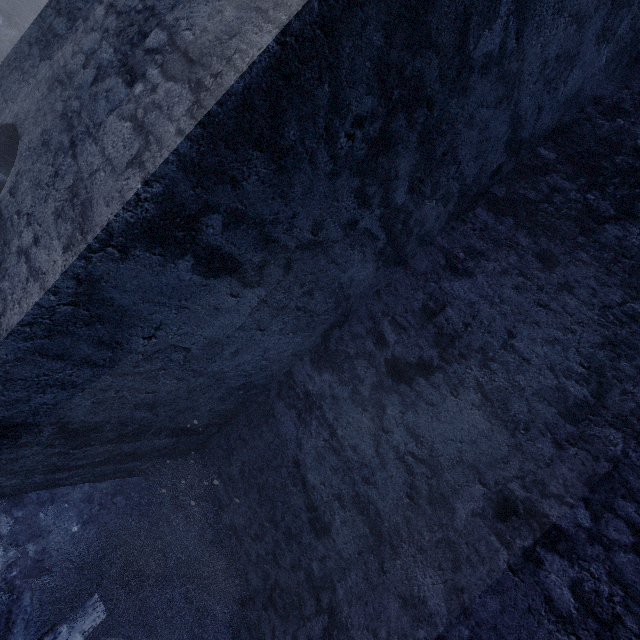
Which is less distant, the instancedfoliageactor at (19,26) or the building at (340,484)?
the building at (340,484)

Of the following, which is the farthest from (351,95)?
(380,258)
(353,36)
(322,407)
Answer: (322,407)

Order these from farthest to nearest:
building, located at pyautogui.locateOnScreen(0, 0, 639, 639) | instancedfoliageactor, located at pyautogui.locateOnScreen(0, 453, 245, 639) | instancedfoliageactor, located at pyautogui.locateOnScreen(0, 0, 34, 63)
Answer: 1. instancedfoliageactor, located at pyautogui.locateOnScreen(0, 0, 34, 63)
2. instancedfoliageactor, located at pyautogui.locateOnScreen(0, 453, 245, 639)
3. building, located at pyautogui.locateOnScreen(0, 0, 639, 639)

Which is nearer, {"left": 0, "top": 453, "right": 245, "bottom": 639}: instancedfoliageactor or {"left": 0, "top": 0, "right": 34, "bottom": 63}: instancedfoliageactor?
{"left": 0, "top": 453, "right": 245, "bottom": 639}: instancedfoliageactor

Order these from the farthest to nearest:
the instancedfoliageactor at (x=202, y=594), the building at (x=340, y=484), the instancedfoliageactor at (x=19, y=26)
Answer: the instancedfoliageactor at (x=19, y=26)
the instancedfoliageactor at (x=202, y=594)
the building at (x=340, y=484)

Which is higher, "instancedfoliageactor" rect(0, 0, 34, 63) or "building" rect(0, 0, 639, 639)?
"building" rect(0, 0, 639, 639)

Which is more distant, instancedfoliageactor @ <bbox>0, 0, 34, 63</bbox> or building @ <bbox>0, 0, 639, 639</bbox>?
instancedfoliageactor @ <bbox>0, 0, 34, 63</bbox>
